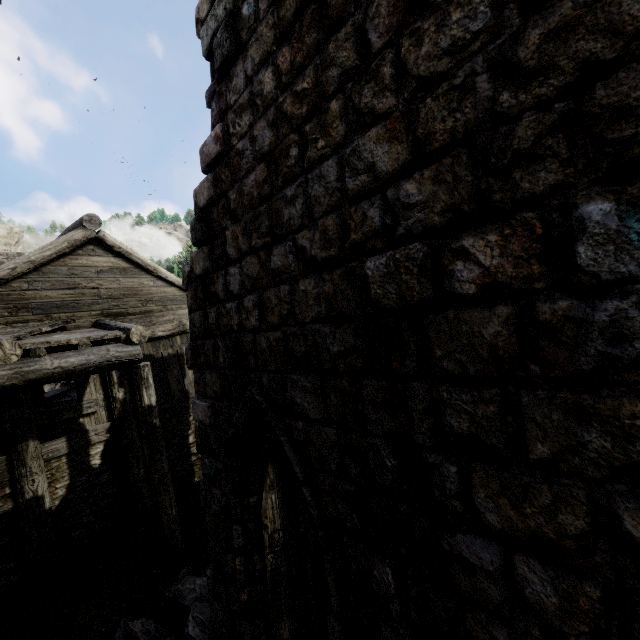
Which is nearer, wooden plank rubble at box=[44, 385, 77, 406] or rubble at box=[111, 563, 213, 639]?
rubble at box=[111, 563, 213, 639]

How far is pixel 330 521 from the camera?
2.6 meters

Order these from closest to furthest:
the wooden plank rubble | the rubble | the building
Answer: the building → the rubble → the wooden plank rubble

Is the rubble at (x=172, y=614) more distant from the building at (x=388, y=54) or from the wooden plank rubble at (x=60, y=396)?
the wooden plank rubble at (x=60, y=396)

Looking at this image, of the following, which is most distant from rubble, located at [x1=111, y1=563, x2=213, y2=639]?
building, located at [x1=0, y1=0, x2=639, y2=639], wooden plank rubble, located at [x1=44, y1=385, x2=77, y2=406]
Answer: wooden plank rubble, located at [x1=44, y1=385, x2=77, y2=406]

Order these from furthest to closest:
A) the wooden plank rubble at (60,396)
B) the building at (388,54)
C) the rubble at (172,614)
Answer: the wooden plank rubble at (60,396) < the rubble at (172,614) < the building at (388,54)

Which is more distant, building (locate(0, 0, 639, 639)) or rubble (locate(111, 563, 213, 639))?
rubble (locate(111, 563, 213, 639))
